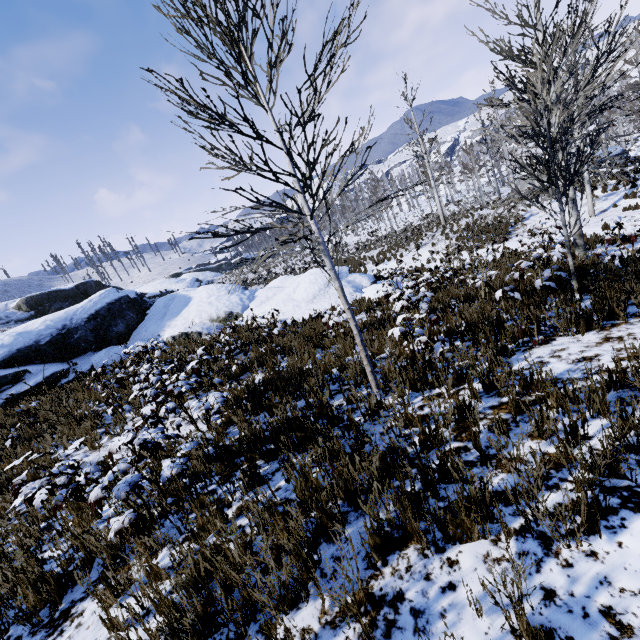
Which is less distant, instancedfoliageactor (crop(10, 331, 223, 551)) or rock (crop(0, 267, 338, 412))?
instancedfoliageactor (crop(10, 331, 223, 551))

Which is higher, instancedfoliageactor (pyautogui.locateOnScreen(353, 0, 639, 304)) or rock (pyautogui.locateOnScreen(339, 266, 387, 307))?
instancedfoliageactor (pyautogui.locateOnScreen(353, 0, 639, 304))

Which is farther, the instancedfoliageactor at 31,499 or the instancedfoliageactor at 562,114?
the instancedfoliageactor at 562,114

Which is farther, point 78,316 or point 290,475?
point 78,316

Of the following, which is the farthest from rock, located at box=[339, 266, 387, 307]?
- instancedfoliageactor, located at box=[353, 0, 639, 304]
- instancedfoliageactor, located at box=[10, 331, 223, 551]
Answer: instancedfoliageactor, located at box=[353, 0, 639, 304]

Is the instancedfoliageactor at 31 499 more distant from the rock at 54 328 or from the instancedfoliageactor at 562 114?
the instancedfoliageactor at 562 114
